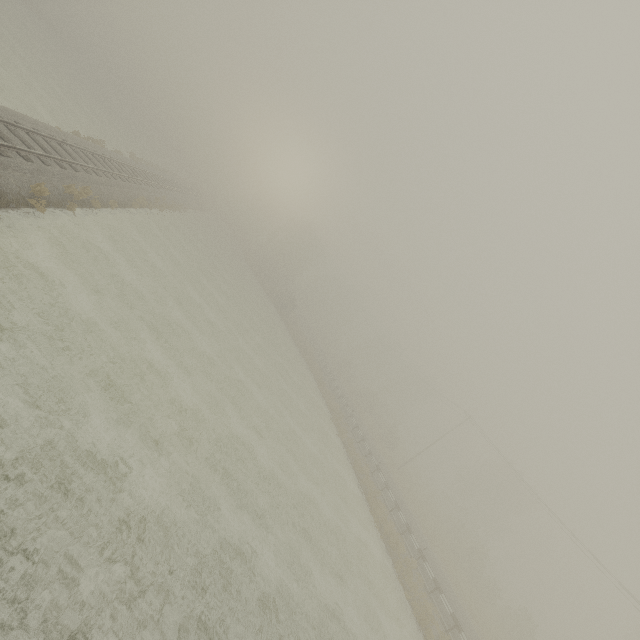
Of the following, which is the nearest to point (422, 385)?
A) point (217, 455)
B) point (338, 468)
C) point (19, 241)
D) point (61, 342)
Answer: point (338, 468)
